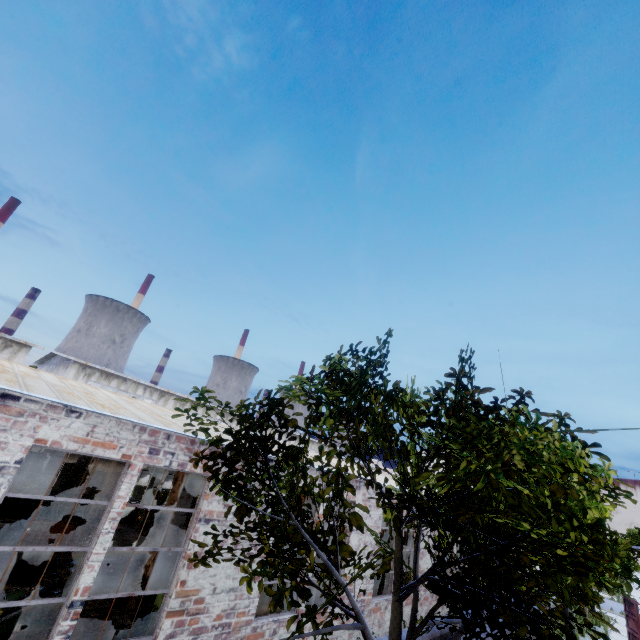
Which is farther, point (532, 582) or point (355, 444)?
point (355, 444)

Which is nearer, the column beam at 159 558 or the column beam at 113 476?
the column beam at 159 558

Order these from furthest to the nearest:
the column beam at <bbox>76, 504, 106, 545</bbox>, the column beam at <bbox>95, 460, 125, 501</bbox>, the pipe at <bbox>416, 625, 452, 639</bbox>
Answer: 1. the column beam at <bbox>95, 460, 125, 501</bbox>
2. the column beam at <bbox>76, 504, 106, 545</bbox>
3. the pipe at <bbox>416, 625, 452, 639</bbox>

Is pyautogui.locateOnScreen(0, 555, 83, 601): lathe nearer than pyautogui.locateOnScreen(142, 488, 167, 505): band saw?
Yes

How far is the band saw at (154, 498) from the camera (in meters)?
16.66

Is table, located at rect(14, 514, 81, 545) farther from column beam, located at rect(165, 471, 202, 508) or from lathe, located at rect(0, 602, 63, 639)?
lathe, located at rect(0, 602, 63, 639)

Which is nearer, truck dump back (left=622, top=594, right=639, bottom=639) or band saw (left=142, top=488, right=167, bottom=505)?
truck dump back (left=622, top=594, right=639, bottom=639)

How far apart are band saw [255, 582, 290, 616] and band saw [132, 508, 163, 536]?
7.6m
